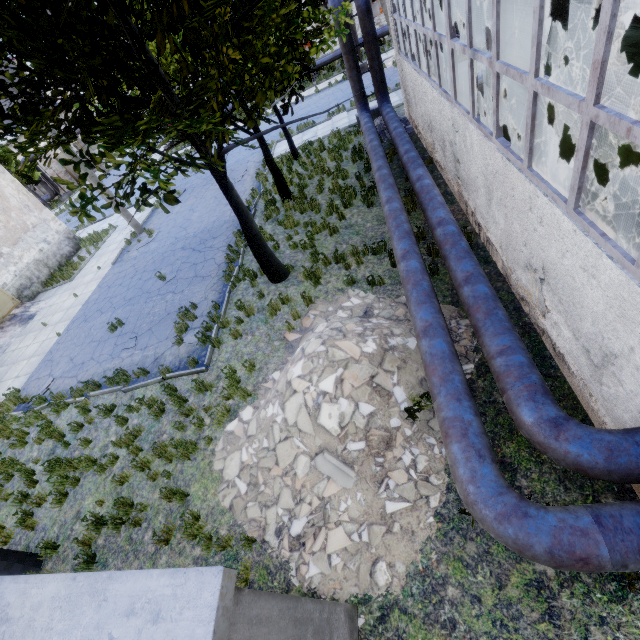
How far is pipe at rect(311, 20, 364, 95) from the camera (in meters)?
13.17

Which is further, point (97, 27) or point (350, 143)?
point (350, 143)

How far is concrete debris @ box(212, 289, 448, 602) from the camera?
4.86m

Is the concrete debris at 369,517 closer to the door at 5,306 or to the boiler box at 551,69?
the boiler box at 551,69

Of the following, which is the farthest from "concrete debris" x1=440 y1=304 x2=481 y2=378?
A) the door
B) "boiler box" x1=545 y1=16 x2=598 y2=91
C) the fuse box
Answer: the door

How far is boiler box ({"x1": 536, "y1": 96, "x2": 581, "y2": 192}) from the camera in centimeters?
541cm

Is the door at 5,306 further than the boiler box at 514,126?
Yes
